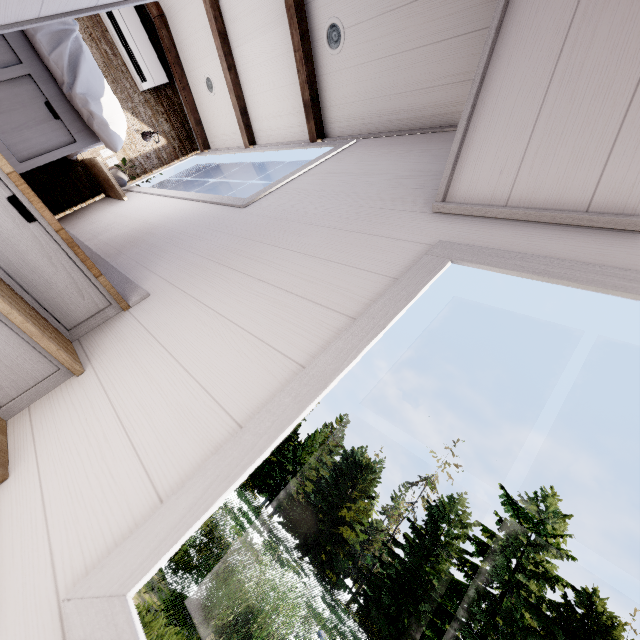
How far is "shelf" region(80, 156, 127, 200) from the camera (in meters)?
3.24

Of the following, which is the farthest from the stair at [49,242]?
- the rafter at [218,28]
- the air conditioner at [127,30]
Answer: the air conditioner at [127,30]

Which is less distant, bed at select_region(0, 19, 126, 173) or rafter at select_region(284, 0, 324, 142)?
bed at select_region(0, 19, 126, 173)

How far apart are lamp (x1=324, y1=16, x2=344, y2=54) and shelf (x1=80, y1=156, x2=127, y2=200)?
2.39m

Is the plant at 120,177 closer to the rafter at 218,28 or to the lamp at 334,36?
the rafter at 218,28

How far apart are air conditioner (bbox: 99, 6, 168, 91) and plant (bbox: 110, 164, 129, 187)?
1.0m

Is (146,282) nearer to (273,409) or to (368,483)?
(273,409)

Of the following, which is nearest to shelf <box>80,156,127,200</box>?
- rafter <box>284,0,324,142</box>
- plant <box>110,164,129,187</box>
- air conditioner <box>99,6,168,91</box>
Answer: plant <box>110,164,129,187</box>
